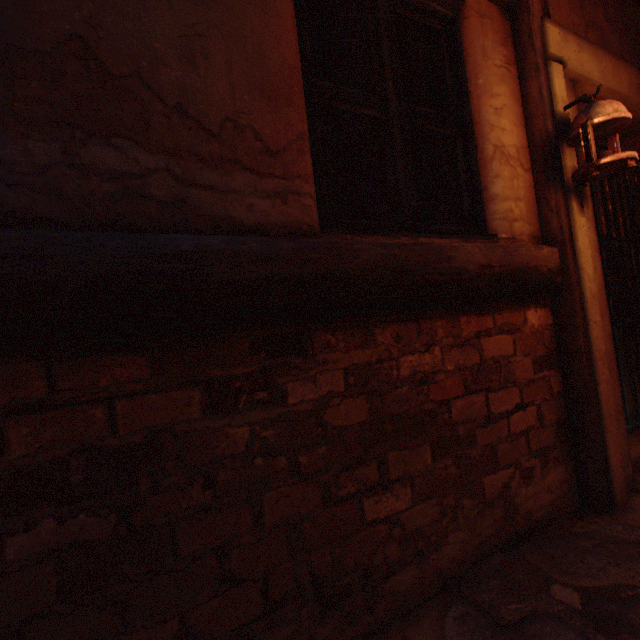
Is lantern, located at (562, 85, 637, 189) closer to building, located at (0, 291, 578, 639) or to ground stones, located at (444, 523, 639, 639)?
building, located at (0, 291, 578, 639)

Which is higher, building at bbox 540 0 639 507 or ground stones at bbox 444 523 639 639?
building at bbox 540 0 639 507

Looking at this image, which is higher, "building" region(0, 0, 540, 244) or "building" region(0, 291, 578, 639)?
"building" region(0, 0, 540, 244)

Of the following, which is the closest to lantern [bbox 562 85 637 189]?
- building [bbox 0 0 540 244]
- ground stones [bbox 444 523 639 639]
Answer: building [bbox 0 0 540 244]

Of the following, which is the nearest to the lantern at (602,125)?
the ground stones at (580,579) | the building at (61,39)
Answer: the building at (61,39)

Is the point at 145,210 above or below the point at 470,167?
below

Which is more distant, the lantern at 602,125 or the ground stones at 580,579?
the lantern at 602,125
